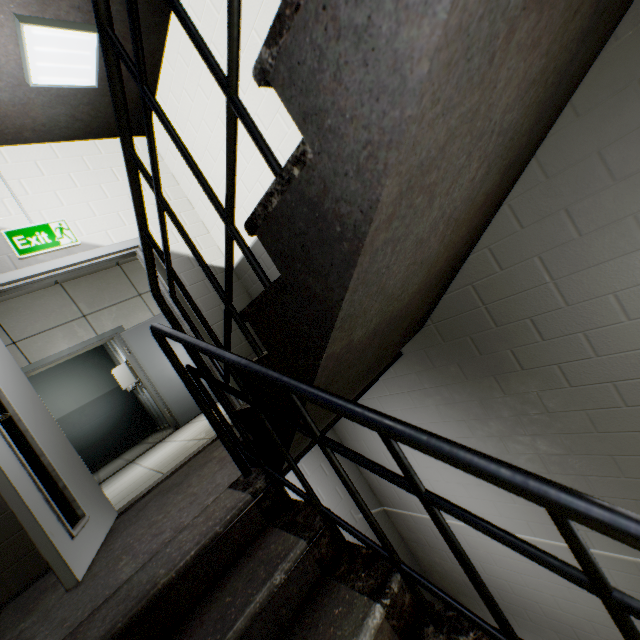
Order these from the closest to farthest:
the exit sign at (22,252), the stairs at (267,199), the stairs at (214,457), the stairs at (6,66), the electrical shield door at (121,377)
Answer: the stairs at (267,199) < the stairs at (214,457) < the stairs at (6,66) < the exit sign at (22,252) < the electrical shield door at (121,377)

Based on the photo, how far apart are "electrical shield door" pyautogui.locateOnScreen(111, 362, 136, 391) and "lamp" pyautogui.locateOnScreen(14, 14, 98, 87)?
5.68m

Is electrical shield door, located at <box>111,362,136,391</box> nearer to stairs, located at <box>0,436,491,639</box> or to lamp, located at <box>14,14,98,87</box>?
stairs, located at <box>0,436,491,639</box>

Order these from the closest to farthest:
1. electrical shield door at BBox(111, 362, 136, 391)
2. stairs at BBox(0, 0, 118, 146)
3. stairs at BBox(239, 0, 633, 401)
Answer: stairs at BBox(239, 0, 633, 401), stairs at BBox(0, 0, 118, 146), electrical shield door at BBox(111, 362, 136, 391)

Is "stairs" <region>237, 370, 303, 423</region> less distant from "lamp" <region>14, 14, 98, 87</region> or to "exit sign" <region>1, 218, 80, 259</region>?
"lamp" <region>14, 14, 98, 87</region>

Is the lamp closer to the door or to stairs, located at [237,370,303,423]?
stairs, located at [237,370,303,423]

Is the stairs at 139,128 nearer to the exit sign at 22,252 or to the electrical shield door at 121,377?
the exit sign at 22,252

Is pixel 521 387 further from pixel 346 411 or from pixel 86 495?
pixel 86 495
